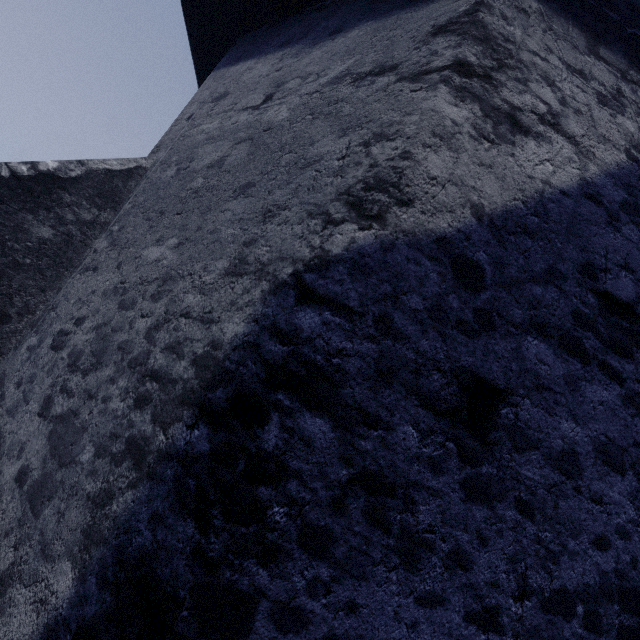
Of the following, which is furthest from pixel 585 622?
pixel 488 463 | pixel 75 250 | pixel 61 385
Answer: pixel 75 250
